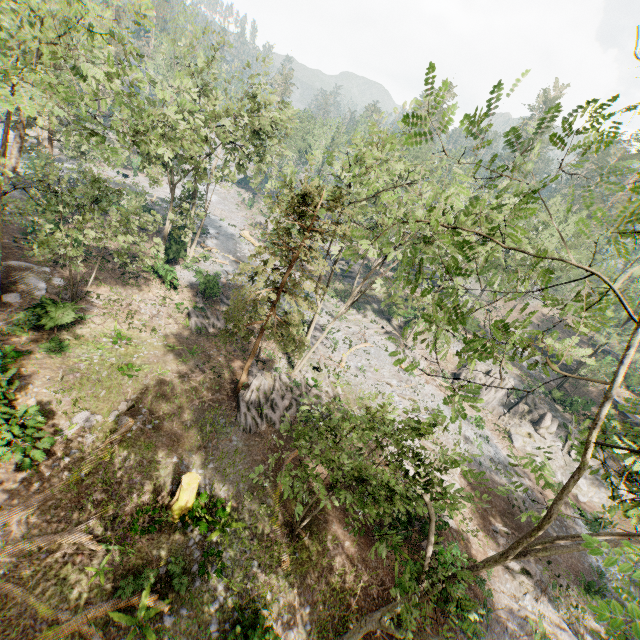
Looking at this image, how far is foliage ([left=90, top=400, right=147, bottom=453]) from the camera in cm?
1537

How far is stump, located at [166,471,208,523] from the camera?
13.83m

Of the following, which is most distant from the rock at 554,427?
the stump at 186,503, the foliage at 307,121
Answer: the stump at 186,503

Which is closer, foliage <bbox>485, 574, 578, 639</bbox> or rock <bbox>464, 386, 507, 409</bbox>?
foliage <bbox>485, 574, 578, 639</bbox>

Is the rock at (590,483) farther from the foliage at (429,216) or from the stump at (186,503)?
the stump at (186,503)

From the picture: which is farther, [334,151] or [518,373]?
[518,373]

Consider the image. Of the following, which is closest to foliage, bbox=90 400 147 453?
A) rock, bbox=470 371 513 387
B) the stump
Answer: rock, bbox=470 371 513 387
